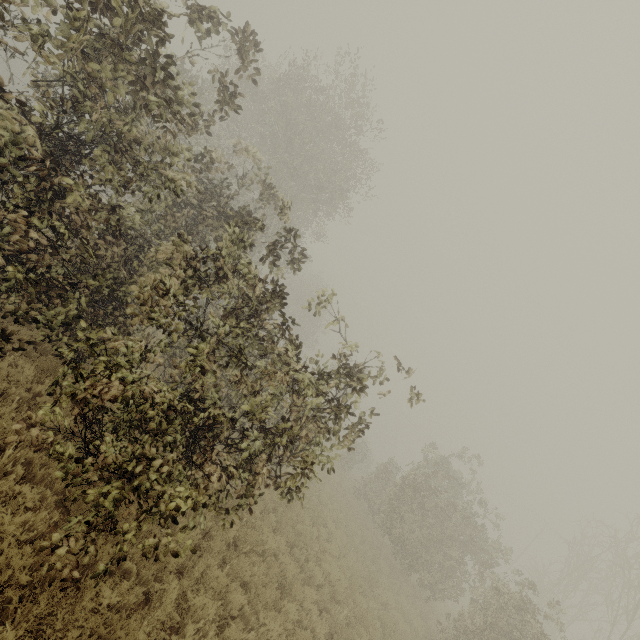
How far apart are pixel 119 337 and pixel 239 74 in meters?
17.8 m
